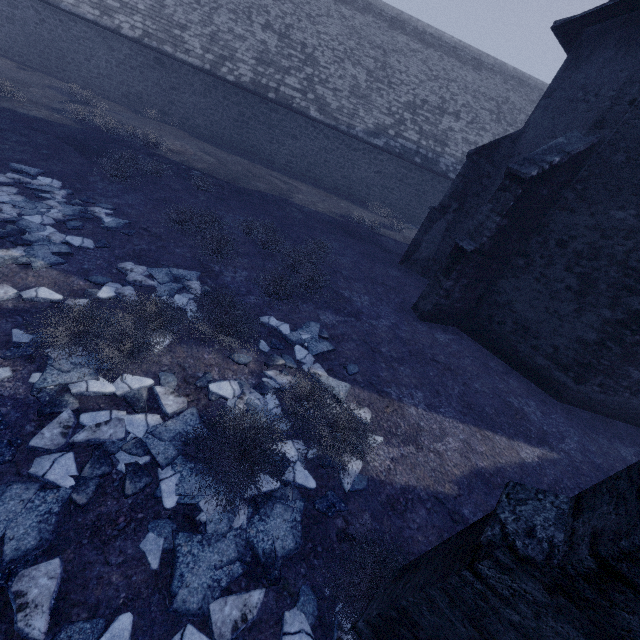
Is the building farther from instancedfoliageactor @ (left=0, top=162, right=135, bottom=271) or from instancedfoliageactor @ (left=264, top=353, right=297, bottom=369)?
instancedfoliageactor @ (left=0, top=162, right=135, bottom=271)

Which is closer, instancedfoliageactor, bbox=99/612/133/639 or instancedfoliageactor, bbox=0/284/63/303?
instancedfoliageactor, bbox=99/612/133/639

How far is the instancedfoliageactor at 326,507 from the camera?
3.85m

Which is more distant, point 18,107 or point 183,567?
point 18,107

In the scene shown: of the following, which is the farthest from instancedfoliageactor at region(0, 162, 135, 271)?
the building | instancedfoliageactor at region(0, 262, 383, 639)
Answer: the building

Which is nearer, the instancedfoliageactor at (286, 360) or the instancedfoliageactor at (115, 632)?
the instancedfoliageactor at (115, 632)

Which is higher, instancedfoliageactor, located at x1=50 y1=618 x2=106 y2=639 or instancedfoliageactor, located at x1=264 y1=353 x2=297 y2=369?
instancedfoliageactor, located at x1=264 y1=353 x2=297 y2=369

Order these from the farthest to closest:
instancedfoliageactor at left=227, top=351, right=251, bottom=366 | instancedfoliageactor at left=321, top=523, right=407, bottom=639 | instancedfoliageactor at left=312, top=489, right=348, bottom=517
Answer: instancedfoliageactor at left=227, top=351, right=251, bottom=366 < instancedfoliageactor at left=312, top=489, right=348, bottom=517 < instancedfoliageactor at left=321, top=523, right=407, bottom=639
